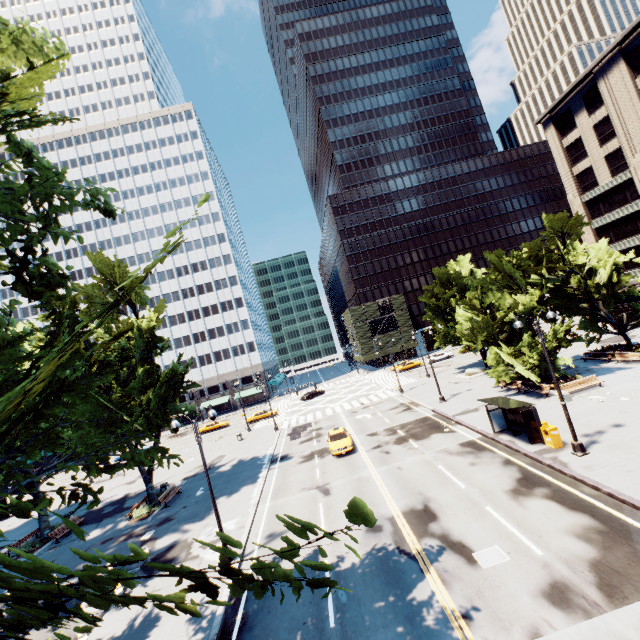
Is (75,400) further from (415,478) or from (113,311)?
(113,311)

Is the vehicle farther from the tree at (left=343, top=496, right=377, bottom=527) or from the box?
the box

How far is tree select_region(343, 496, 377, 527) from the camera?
1.6 meters

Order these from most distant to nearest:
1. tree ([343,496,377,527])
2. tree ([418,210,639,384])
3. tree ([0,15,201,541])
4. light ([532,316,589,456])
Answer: tree ([418,210,639,384]) → light ([532,316,589,456]) → tree ([0,15,201,541]) → tree ([343,496,377,527])

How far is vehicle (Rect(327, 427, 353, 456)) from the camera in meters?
25.5

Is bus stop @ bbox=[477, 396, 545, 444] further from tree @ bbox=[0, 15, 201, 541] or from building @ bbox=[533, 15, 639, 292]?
building @ bbox=[533, 15, 639, 292]

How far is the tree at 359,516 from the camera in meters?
1.6

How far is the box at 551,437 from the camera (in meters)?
17.33
